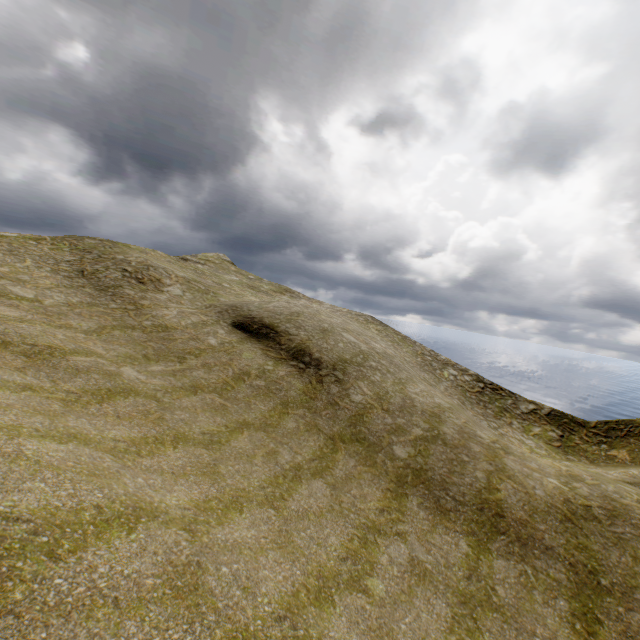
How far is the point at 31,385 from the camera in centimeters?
968cm
